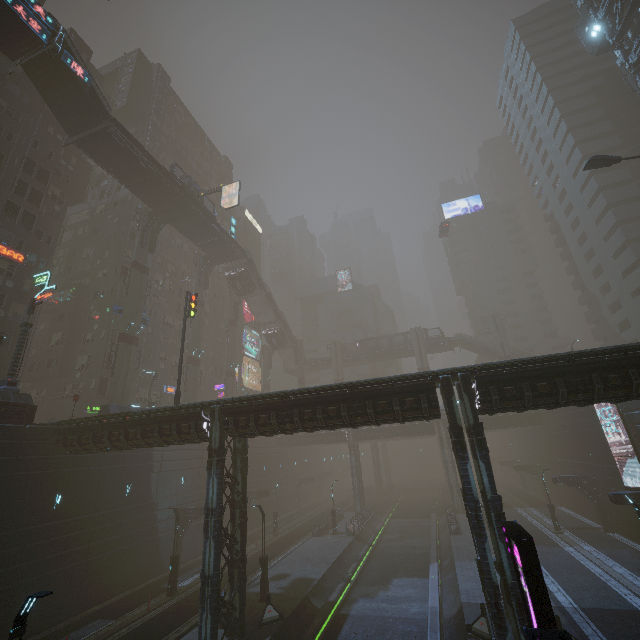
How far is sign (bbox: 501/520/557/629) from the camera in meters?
9.3 m

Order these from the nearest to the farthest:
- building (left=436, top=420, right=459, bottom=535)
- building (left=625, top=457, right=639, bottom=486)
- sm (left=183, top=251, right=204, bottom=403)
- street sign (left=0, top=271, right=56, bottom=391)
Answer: street sign (left=0, top=271, right=56, bottom=391) → building (left=625, top=457, right=639, bottom=486) → building (left=436, top=420, right=459, bottom=535) → sm (left=183, top=251, right=204, bottom=403)

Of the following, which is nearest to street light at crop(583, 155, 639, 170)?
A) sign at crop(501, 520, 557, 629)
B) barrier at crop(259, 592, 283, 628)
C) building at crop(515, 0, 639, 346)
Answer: building at crop(515, 0, 639, 346)

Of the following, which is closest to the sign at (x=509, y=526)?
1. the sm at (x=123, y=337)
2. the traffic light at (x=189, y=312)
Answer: the traffic light at (x=189, y=312)

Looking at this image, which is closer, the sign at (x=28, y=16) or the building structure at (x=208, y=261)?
the sign at (x=28, y=16)

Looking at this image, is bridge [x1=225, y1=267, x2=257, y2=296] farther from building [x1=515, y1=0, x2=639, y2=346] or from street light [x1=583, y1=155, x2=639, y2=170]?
Result: street light [x1=583, y1=155, x2=639, y2=170]

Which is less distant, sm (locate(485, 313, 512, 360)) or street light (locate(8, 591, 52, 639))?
street light (locate(8, 591, 52, 639))

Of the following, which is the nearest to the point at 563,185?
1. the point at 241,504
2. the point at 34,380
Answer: the point at 241,504
